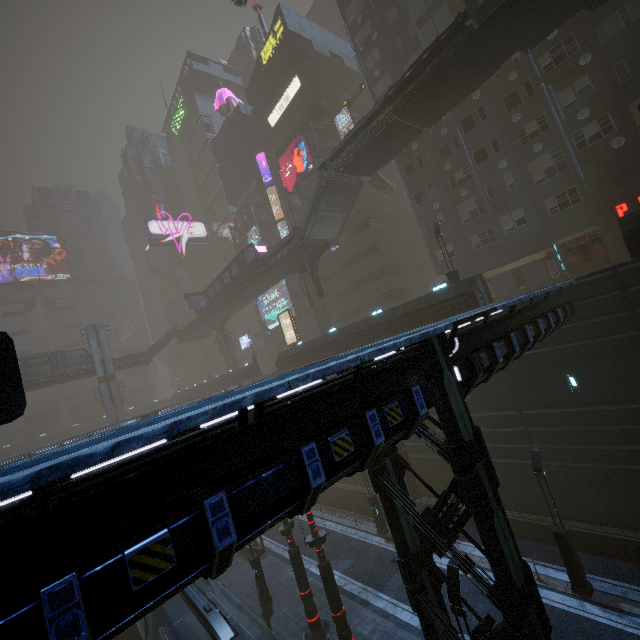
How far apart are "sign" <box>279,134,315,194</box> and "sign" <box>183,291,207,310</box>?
19.29m

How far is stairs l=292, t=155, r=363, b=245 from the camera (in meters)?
27.38

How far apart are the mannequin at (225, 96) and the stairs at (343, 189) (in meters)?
40.57

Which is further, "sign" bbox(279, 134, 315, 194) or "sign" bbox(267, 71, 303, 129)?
"sign" bbox(267, 71, 303, 129)

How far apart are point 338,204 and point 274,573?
29.3m

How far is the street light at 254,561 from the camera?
18.0 meters

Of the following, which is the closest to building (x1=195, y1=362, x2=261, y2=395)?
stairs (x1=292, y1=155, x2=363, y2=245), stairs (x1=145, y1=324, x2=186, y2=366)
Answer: stairs (x1=292, y1=155, x2=363, y2=245)

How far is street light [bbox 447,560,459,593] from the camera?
8.62m
